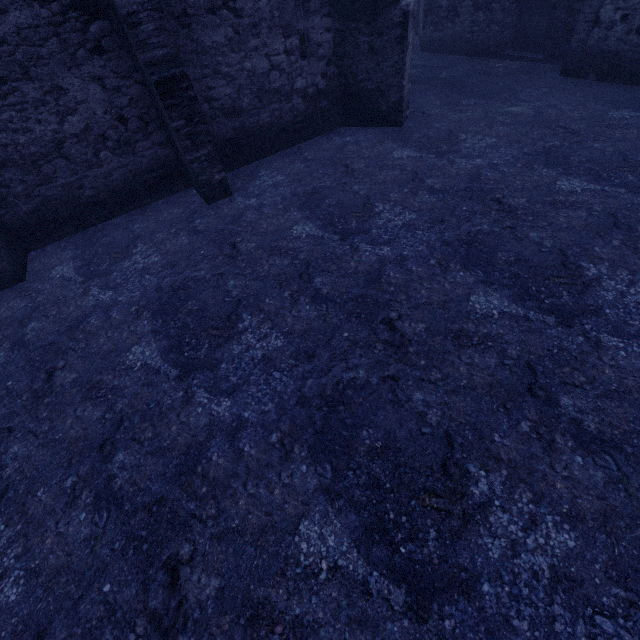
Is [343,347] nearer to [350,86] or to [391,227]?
[391,227]
